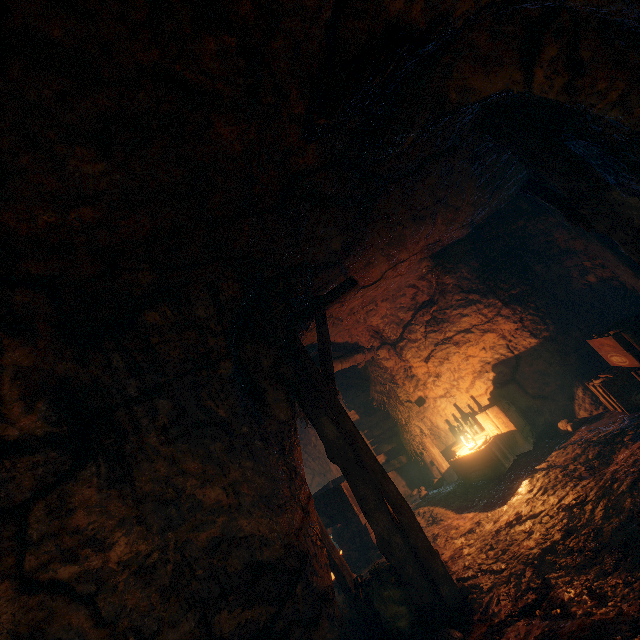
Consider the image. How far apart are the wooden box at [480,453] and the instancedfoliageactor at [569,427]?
0.6m

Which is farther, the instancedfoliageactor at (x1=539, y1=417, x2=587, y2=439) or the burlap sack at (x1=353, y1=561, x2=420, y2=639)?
the instancedfoliageactor at (x1=539, y1=417, x2=587, y2=439)

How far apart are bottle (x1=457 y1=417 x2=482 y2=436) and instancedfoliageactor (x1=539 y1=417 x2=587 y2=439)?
1.6 meters

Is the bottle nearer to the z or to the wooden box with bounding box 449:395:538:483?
the wooden box with bounding box 449:395:538:483

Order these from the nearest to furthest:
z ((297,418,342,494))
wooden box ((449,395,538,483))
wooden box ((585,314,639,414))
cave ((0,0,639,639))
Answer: cave ((0,0,639,639)) < wooden box ((585,314,639,414)) < wooden box ((449,395,538,483)) < z ((297,418,342,494))

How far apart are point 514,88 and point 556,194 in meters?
2.6 m

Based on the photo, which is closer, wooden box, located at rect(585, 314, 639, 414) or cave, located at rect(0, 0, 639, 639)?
cave, located at rect(0, 0, 639, 639)

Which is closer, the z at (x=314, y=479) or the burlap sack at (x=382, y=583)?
the burlap sack at (x=382, y=583)
